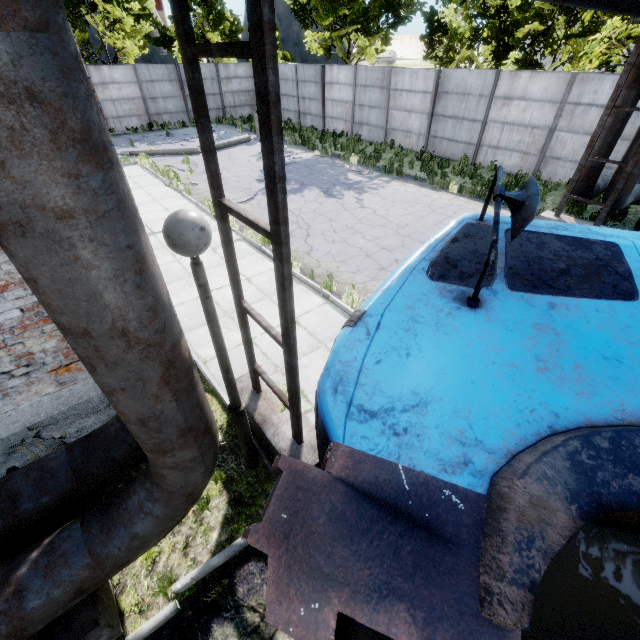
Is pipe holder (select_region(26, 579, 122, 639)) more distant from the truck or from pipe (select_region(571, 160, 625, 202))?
the truck

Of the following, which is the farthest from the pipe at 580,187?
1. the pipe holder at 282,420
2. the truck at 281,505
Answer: the truck at 281,505

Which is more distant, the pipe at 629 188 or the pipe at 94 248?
the pipe at 629 188

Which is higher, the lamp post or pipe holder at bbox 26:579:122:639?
the lamp post

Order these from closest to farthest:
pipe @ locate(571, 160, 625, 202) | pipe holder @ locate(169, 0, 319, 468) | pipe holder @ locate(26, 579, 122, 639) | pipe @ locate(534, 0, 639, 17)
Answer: pipe holder @ locate(169, 0, 319, 468), pipe holder @ locate(26, 579, 122, 639), pipe @ locate(534, 0, 639, 17), pipe @ locate(571, 160, 625, 202)

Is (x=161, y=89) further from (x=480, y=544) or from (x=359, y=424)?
(x=480, y=544)
